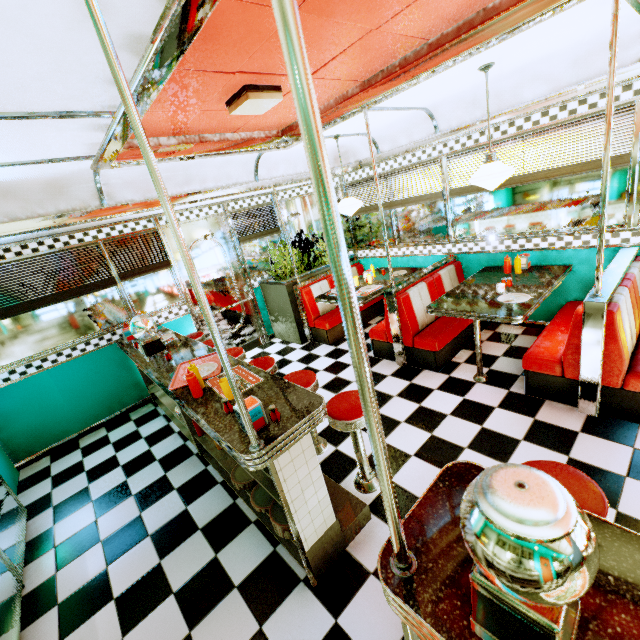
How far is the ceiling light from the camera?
2.41m

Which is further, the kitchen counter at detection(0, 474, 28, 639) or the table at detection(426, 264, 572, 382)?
the table at detection(426, 264, 572, 382)

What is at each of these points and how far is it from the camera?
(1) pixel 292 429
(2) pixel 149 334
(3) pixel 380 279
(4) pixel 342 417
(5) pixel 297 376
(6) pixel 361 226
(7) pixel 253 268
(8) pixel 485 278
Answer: (1) counter, 1.8m
(2) gumball machine, 3.4m
(3) table, 5.3m
(4) stool, 2.3m
(5) stool, 3.0m
(6) window, 6.1m
(7) window, 6.1m
(8) table, 4.2m

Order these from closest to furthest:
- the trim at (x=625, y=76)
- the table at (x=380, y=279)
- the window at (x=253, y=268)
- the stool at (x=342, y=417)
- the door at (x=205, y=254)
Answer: the stool at (x=342, y=417) < the trim at (x=625, y=76) < the table at (x=380, y=279) < the door at (x=205, y=254) < the window at (x=253, y=268)

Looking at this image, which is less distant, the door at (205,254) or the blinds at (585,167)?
the blinds at (585,167)

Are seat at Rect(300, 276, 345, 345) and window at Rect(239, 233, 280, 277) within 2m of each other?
yes

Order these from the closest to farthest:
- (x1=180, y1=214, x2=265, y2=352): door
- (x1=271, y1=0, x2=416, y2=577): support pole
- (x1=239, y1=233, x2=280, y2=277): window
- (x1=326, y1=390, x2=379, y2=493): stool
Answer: (x1=271, y1=0, x2=416, y2=577): support pole, (x1=326, y1=390, x2=379, y2=493): stool, (x1=180, y1=214, x2=265, y2=352): door, (x1=239, y1=233, x2=280, y2=277): window

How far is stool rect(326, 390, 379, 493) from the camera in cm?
234
